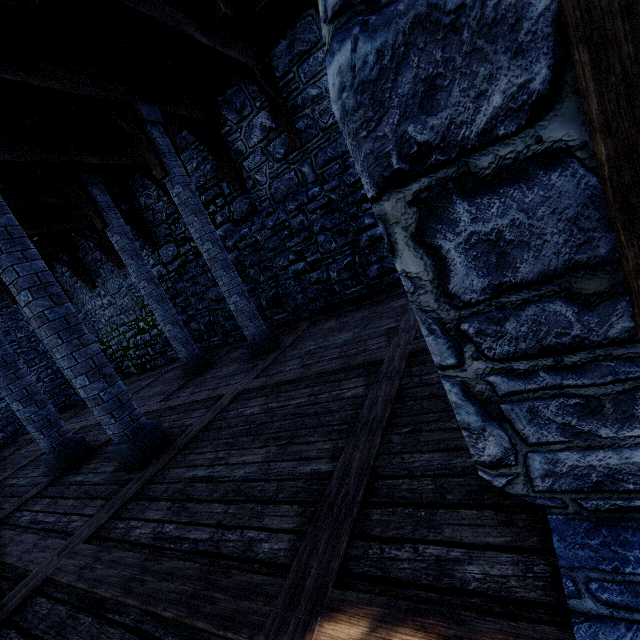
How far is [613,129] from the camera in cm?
92

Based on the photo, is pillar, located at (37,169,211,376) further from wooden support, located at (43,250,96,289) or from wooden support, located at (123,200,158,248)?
wooden support, located at (43,250,96,289)

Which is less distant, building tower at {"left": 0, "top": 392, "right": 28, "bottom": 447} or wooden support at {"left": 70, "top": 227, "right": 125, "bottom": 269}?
wooden support at {"left": 70, "top": 227, "right": 125, "bottom": 269}

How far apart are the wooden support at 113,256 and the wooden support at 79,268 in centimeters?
205cm

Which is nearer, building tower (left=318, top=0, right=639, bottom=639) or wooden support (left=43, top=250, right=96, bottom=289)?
building tower (left=318, top=0, right=639, bottom=639)

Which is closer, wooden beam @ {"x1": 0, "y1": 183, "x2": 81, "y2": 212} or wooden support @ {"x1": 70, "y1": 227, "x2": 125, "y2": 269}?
wooden beam @ {"x1": 0, "y1": 183, "x2": 81, "y2": 212}

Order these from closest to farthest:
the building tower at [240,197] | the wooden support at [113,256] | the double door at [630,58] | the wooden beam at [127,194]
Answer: the double door at [630,58]
the building tower at [240,197]
the wooden beam at [127,194]
the wooden support at [113,256]

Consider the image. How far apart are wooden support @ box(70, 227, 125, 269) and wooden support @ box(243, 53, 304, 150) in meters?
7.8
